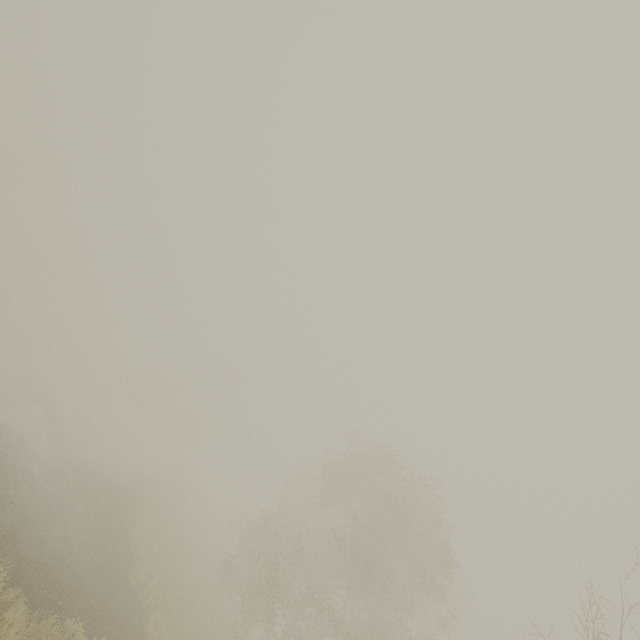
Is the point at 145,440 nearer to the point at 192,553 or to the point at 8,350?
the point at 192,553
